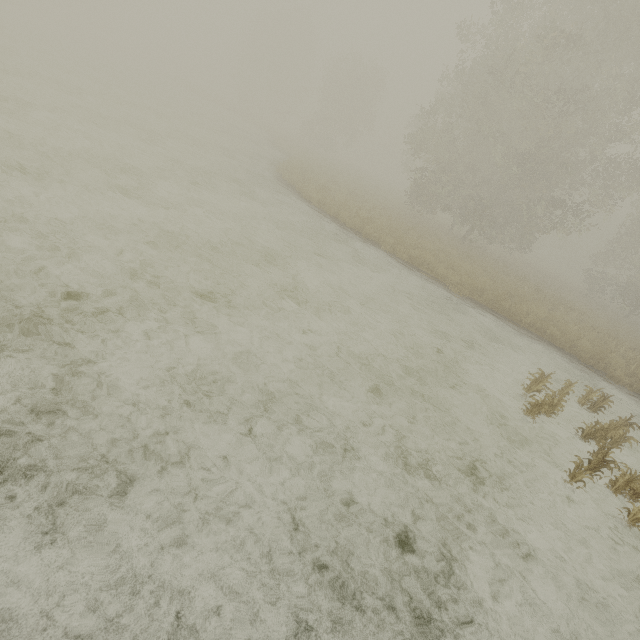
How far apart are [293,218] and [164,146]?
7.1m
